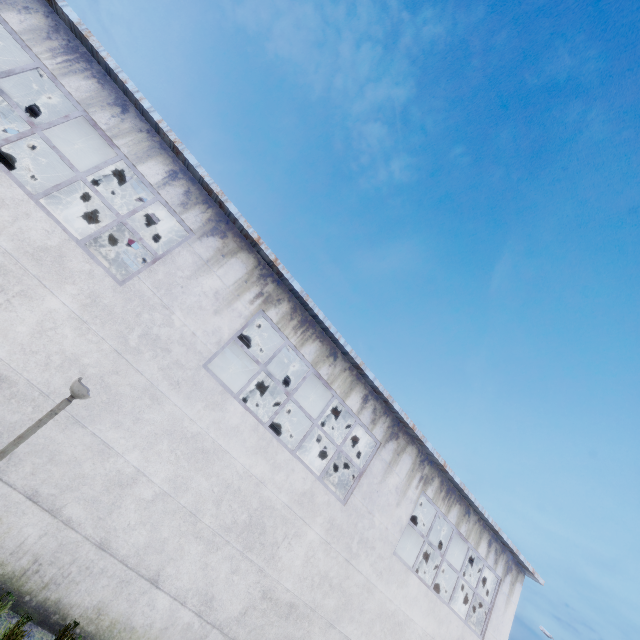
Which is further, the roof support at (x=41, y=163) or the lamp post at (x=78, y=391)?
the roof support at (x=41, y=163)

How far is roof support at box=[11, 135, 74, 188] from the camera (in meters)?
11.99

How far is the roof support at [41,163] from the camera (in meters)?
11.99

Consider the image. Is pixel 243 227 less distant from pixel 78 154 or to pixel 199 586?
pixel 199 586

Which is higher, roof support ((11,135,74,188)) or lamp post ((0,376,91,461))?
roof support ((11,135,74,188))

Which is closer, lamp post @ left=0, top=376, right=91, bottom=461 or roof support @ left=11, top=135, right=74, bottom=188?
lamp post @ left=0, top=376, right=91, bottom=461
